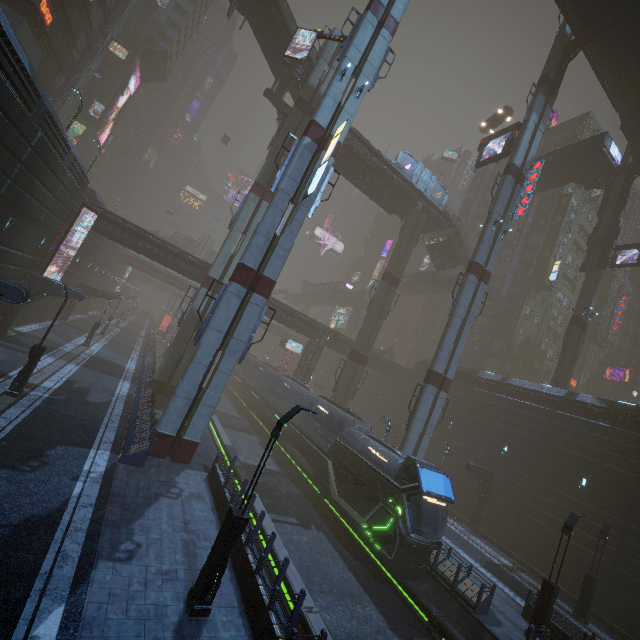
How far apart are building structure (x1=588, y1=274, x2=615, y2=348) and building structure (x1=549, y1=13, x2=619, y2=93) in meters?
A: 41.4

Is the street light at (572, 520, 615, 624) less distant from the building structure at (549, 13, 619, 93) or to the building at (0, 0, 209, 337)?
the building at (0, 0, 209, 337)

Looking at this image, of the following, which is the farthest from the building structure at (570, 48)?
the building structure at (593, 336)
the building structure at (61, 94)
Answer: the building structure at (61, 94)

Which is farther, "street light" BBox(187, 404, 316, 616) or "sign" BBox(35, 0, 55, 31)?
"sign" BBox(35, 0, 55, 31)

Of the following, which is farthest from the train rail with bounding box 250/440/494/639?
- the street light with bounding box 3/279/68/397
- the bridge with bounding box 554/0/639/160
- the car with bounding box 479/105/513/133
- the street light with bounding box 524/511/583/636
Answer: the bridge with bounding box 554/0/639/160

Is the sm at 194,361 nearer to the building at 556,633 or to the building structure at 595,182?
the building at 556,633

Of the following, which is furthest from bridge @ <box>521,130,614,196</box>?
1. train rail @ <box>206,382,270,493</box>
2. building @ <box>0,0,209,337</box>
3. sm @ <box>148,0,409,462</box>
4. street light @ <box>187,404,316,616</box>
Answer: street light @ <box>187,404,316,616</box>

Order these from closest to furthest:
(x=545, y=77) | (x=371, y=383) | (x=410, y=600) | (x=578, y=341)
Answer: (x=410, y=600), (x=545, y=77), (x=578, y=341), (x=371, y=383)
